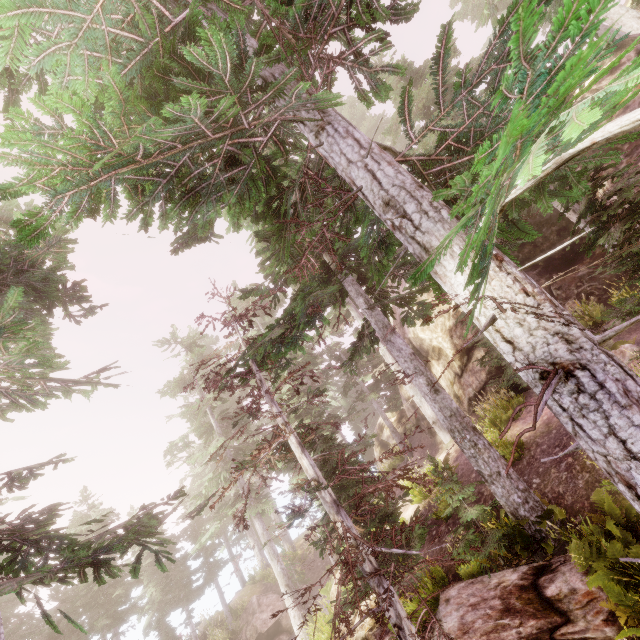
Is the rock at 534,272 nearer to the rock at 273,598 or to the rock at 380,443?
the rock at 380,443

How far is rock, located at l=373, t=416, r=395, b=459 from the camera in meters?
27.4

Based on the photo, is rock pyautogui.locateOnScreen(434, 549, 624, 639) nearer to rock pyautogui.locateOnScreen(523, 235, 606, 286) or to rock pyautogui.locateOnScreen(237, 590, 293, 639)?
rock pyautogui.locateOnScreen(523, 235, 606, 286)

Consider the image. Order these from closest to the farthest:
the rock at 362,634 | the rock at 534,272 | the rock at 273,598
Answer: the rock at 362,634 → the rock at 534,272 → the rock at 273,598

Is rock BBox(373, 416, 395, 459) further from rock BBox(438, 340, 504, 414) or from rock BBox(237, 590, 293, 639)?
rock BBox(237, 590, 293, 639)

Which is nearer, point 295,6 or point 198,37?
point 295,6

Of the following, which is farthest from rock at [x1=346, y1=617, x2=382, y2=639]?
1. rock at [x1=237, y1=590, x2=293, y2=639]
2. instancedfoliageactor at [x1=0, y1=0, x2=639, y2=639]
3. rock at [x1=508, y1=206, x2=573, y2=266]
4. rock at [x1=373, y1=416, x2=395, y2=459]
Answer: rock at [x1=373, y1=416, x2=395, y2=459]

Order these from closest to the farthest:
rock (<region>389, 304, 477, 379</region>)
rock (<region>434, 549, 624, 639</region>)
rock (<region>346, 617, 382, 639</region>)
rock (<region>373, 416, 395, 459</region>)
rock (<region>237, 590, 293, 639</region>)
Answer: rock (<region>434, 549, 624, 639</region>) < rock (<region>346, 617, 382, 639</region>) < rock (<region>389, 304, 477, 379</region>) < rock (<region>237, 590, 293, 639</region>) < rock (<region>373, 416, 395, 459</region>)
